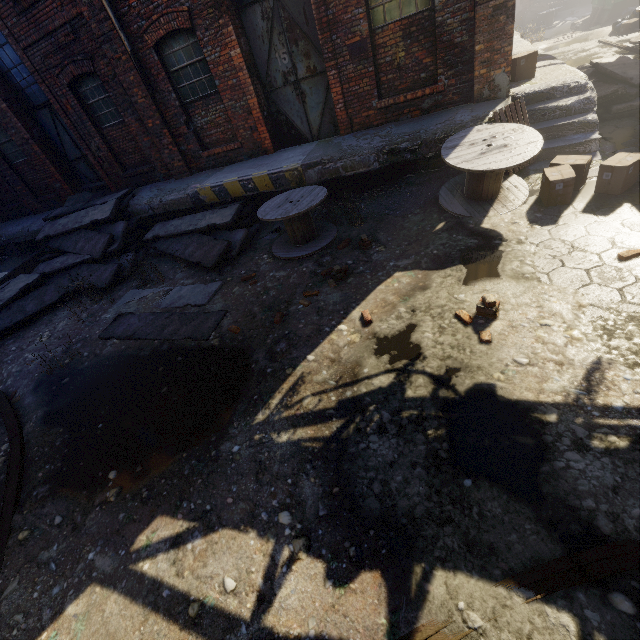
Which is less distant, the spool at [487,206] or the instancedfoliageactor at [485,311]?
the instancedfoliageactor at [485,311]

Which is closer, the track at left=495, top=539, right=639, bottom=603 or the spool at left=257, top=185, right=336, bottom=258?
the track at left=495, top=539, right=639, bottom=603

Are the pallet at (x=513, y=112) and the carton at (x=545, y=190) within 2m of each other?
yes

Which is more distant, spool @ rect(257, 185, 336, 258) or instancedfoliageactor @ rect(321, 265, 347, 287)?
spool @ rect(257, 185, 336, 258)

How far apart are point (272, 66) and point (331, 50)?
1.82m

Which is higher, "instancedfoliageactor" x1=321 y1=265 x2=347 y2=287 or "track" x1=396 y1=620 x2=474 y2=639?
"instancedfoliageactor" x1=321 y1=265 x2=347 y2=287

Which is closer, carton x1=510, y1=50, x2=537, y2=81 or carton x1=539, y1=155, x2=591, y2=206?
carton x1=539, y1=155, x2=591, y2=206

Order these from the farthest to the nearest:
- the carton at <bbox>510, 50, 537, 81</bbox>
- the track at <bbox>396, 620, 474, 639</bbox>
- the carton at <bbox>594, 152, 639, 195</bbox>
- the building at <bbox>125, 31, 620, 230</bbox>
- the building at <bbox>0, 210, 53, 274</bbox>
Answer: the building at <bbox>0, 210, 53, 274</bbox>, the carton at <bbox>510, 50, 537, 81</bbox>, the building at <bbox>125, 31, 620, 230</bbox>, the carton at <bbox>594, 152, 639, 195</bbox>, the track at <bbox>396, 620, 474, 639</bbox>
